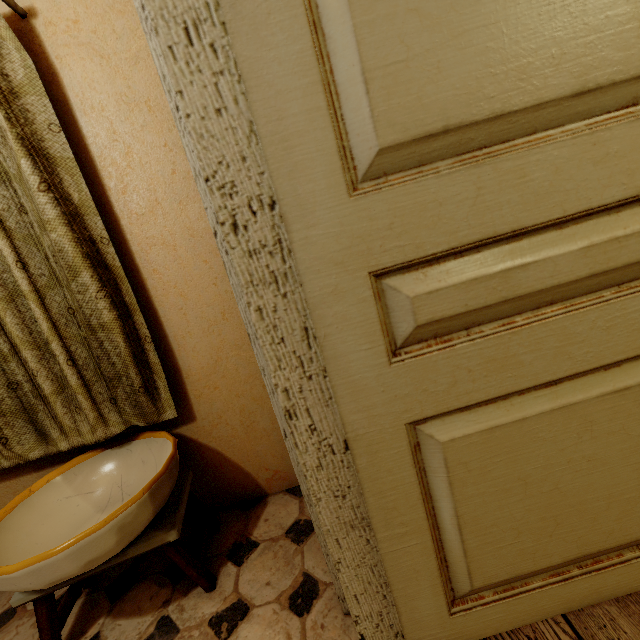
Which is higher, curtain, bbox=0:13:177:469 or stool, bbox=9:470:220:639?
curtain, bbox=0:13:177:469

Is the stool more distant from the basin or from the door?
the door

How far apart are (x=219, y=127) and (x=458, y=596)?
1.3 meters

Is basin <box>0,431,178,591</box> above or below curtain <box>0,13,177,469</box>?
below

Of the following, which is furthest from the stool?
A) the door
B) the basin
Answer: the door

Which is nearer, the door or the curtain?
the door

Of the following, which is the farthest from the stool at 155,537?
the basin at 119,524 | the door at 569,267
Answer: the door at 569,267
